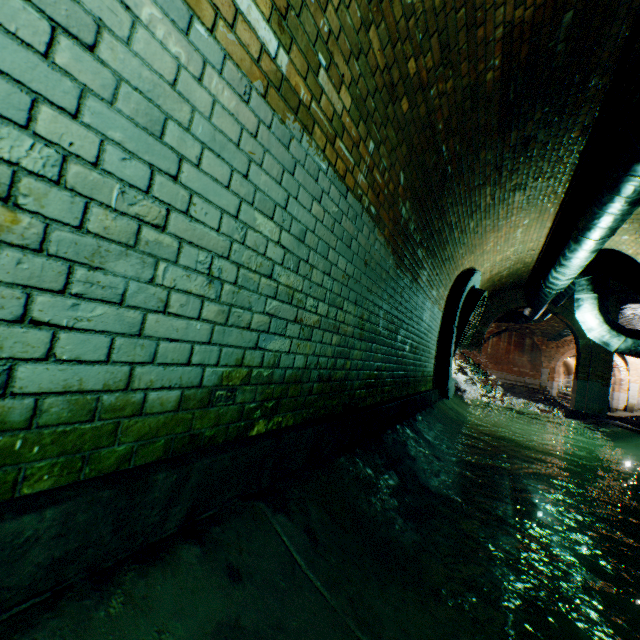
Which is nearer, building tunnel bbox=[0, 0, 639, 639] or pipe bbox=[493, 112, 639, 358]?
building tunnel bbox=[0, 0, 639, 639]

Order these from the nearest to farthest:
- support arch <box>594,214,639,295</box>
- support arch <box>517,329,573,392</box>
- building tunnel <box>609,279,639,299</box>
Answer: support arch <box>594,214,639,295</box>, building tunnel <box>609,279,639,299</box>, support arch <box>517,329,573,392</box>

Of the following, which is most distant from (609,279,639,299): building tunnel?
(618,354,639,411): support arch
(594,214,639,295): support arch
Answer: (618,354,639,411): support arch

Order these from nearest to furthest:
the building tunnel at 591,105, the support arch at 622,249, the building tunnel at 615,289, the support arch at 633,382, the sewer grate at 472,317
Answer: the building tunnel at 591,105 < the support arch at 622,249 < the sewer grate at 472,317 < the building tunnel at 615,289 < the support arch at 633,382

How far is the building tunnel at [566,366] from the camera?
34.3m

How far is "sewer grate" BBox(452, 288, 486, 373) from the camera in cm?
731

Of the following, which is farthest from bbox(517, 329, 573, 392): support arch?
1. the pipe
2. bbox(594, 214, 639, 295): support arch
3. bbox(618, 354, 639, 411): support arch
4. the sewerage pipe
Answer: the sewerage pipe

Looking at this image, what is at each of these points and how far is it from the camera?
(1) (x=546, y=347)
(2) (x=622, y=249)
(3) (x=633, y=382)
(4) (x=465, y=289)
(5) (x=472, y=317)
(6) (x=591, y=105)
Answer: (1) support arch, 23.9 meters
(2) support arch, 7.3 meters
(3) support arch, 21.8 meters
(4) sewerage pipe, 7.2 meters
(5) sewer grate, 8.2 meters
(6) building tunnel, 4.0 meters
